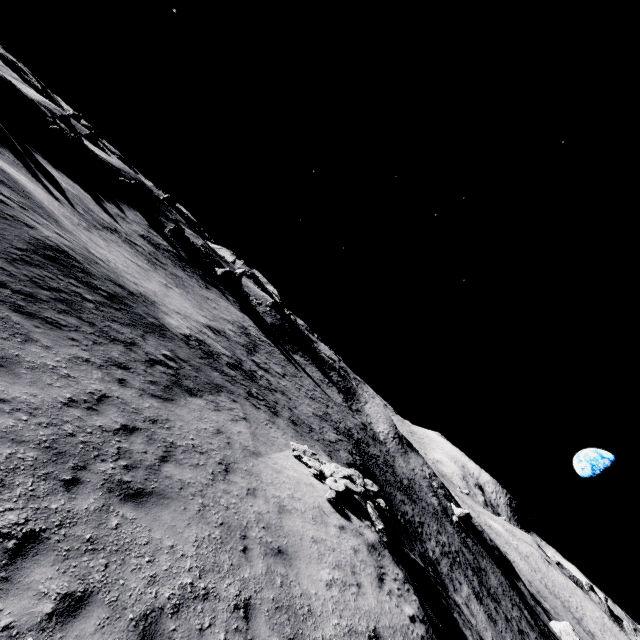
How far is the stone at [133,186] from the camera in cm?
5169

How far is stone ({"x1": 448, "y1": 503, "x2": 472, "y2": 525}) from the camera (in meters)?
53.08

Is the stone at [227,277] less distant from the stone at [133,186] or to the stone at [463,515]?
the stone at [133,186]

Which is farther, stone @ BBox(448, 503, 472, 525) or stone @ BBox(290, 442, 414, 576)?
stone @ BBox(448, 503, 472, 525)

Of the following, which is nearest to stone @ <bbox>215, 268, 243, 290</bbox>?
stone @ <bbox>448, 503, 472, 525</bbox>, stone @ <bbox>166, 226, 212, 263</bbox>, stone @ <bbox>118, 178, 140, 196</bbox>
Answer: stone @ <bbox>166, 226, 212, 263</bbox>

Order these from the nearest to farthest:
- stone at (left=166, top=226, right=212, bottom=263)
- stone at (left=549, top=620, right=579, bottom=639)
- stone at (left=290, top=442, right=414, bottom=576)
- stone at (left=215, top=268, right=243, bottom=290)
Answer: stone at (left=290, top=442, right=414, bottom=576) → stone at (left=549, top=620, right=579, bottom=639) → stone at (left=166, top=226, right=212, bottom=263) → stone at (left=215, top=268, right=243, bottom=290)

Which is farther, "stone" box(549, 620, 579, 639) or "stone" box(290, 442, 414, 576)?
"stone" box(549, 620, 579, 639)

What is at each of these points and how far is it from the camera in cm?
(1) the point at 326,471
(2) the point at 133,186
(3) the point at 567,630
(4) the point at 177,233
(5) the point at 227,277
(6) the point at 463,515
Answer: (1) stone, 1494
(2) stone, 5238
(3) stone, 5200
(4) stone, 5384
(5) stone, 5569
(6) stone, 5406
